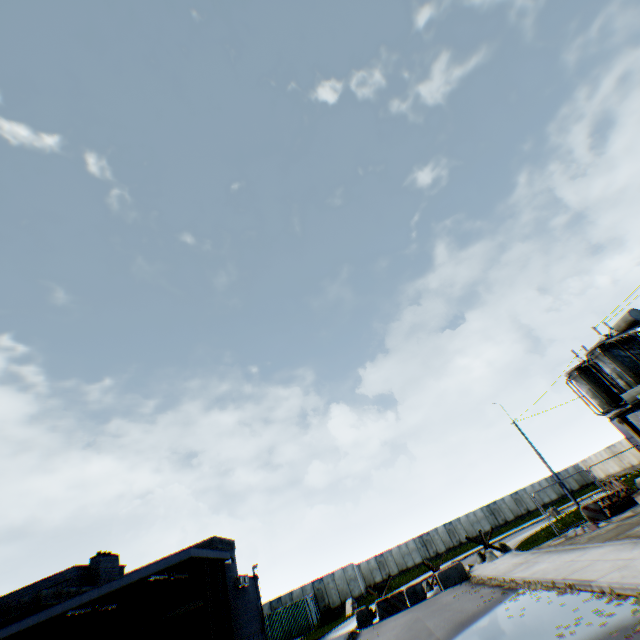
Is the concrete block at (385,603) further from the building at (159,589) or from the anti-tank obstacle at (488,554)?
the building at (159,589)

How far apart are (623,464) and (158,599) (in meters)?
53.29

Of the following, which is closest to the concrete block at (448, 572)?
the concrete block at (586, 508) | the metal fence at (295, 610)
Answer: the metal fence at (295, 610)

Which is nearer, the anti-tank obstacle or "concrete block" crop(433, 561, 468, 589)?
"concrete block" crop(433, 561, 468, 589)

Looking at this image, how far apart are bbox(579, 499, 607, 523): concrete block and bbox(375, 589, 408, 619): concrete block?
9.8 meters

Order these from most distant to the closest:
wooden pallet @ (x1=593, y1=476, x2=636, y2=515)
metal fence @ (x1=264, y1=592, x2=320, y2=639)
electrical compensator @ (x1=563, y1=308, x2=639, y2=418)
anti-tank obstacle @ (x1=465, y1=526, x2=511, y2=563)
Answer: metal fence @ (x1=264, y1=592, x2=320, y2=639) → anti-tank obstacle @ (x1=465, y1=526, x2=511, y2=563) → wooden pallet @ (x1=593, y1=476, x2=636, y2=515) → electrical compensator @ (x1=563, y1=308, x2=639, y2=418)

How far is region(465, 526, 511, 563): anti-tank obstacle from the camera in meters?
19.8

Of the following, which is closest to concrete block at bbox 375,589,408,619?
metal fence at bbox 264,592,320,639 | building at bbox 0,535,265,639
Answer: building at bbox 0,535,265,639
